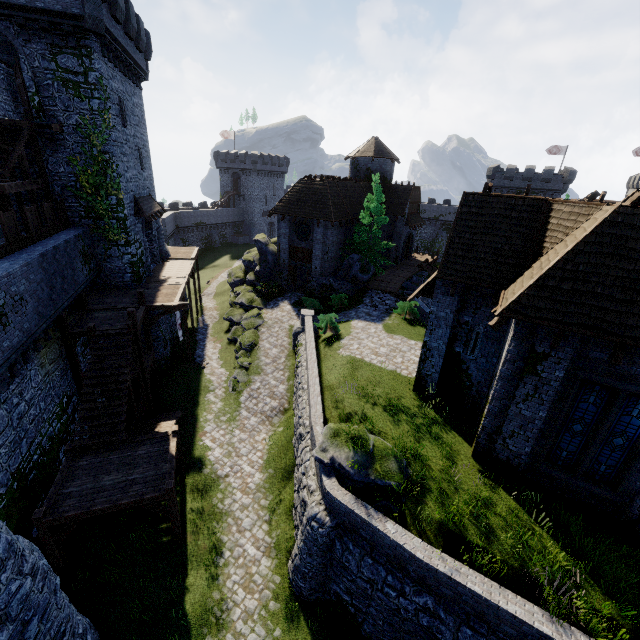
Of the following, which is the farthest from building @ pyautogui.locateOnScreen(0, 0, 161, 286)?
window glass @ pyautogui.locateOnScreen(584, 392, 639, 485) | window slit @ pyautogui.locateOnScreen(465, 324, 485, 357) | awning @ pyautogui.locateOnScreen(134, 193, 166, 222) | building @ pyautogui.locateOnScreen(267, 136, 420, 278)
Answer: window glass @ pyautogui.locateOnScreen(584, 392, 639, 485)

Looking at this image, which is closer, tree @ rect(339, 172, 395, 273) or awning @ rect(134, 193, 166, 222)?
awning @ rect(134, 193, 166, 222)

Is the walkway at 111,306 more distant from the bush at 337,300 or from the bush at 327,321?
the bush at 337,300

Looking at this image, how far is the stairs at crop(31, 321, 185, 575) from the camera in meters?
11.0 m

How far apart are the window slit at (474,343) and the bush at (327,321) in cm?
922

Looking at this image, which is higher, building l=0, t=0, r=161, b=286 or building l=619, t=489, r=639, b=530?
building l=0, t=0, r=161, b=286

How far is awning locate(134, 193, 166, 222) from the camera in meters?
22.2 m

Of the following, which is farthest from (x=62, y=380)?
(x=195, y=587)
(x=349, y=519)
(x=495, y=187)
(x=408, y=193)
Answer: (x=495, y=187)
